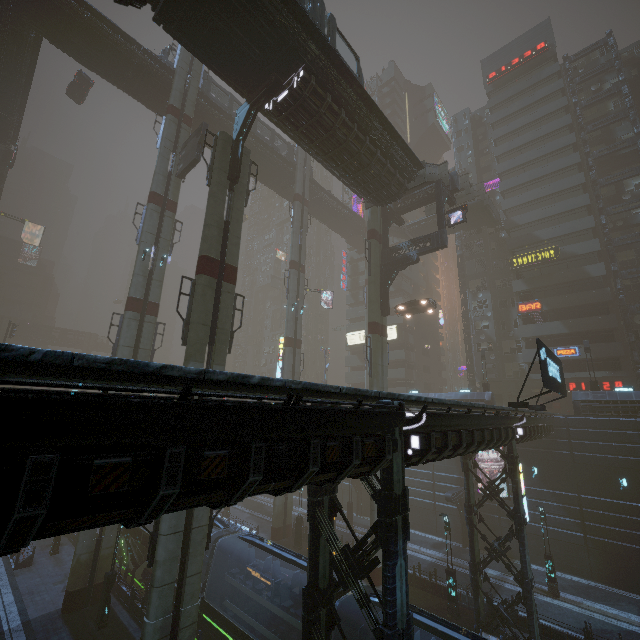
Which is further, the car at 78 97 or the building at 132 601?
the car at 78 97

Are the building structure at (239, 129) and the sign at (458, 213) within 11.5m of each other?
no

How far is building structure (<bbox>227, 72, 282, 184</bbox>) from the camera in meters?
17.2

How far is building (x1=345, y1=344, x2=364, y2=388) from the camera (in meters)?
56.24

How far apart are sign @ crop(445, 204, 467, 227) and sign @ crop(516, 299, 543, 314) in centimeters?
2016cm

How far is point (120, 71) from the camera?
29.58m

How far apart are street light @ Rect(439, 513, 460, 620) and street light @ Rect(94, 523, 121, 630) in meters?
18.5 m

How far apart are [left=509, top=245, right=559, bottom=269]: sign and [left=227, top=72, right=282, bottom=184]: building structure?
36.5m
